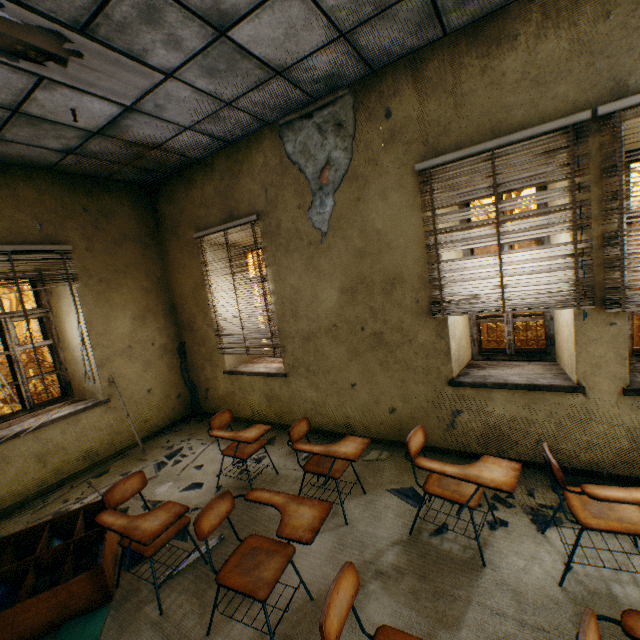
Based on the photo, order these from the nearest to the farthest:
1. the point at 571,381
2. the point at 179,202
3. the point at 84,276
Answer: the point at 571,381 < the point at 84,276 < the point at 179,202

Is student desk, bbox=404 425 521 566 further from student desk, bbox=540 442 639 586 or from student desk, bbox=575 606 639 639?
student desk, bbox=575 606 639 639

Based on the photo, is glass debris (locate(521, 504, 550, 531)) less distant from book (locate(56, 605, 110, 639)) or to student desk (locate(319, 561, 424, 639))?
student desk (locate(319, 561, 424, 639))

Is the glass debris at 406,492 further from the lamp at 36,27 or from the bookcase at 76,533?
the lamp at 36,27

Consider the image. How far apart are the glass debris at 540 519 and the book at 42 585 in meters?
3.3

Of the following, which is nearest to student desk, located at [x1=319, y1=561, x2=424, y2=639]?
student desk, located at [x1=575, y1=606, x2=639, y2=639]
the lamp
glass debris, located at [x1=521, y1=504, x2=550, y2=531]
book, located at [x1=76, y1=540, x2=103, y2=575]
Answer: student desk, located at [x1=575, y1=606, x2=639, y2=639]

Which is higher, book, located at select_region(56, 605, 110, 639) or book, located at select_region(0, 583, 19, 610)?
book, located at select_region(0, 583, 19, 610)

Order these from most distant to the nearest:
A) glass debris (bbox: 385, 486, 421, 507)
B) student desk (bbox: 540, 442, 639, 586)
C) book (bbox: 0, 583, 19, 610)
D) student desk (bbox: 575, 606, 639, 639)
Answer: glass debris (bbox: 385, 486, 421, 507), book (bbox: 0, 583, 19, 610), student desk (bbox: 540, 442, 639, 586), student desk (bbox: 575, 606, 639, 639)
